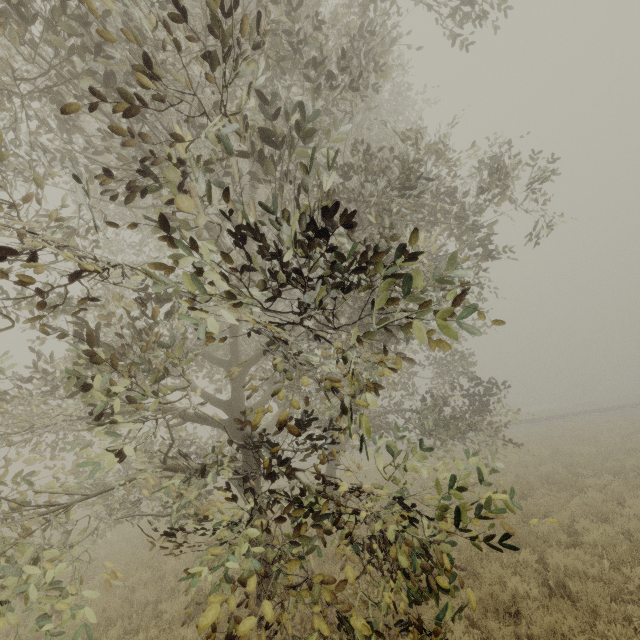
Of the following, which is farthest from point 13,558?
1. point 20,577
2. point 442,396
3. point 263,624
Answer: point 442,396
